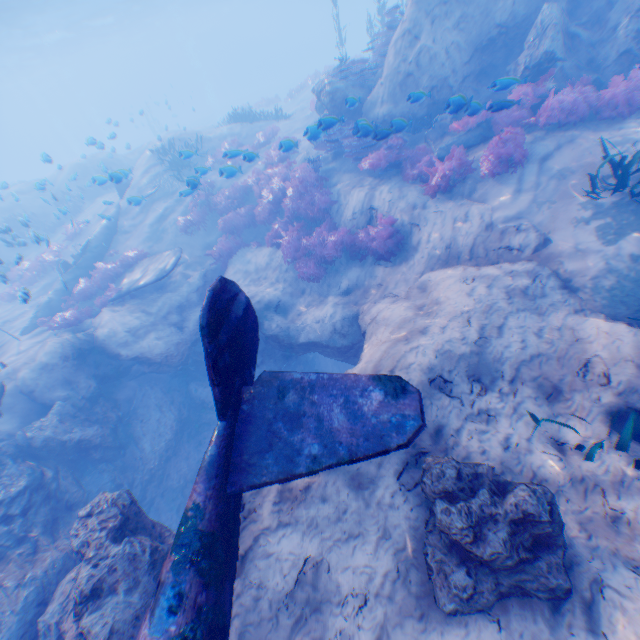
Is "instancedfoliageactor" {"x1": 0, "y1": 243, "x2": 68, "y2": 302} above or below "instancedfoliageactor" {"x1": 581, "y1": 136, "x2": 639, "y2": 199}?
below

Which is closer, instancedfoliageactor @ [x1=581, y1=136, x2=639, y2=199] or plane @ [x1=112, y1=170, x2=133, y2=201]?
instancedfoliageactor @ [x1=581, y1=136, x2=639, y2=199]

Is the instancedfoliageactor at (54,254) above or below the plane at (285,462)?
below

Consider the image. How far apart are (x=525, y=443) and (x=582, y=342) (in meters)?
2.14

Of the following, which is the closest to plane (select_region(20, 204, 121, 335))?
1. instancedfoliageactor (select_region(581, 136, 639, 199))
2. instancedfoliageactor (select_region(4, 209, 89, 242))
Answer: instancedfoliageactor (select_region(4, 209, 89, 242))

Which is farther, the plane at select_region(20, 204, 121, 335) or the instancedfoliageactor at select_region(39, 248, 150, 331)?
the plane at select_region(20, 204, 121, 335)

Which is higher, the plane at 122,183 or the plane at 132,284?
the plane at 122,183
